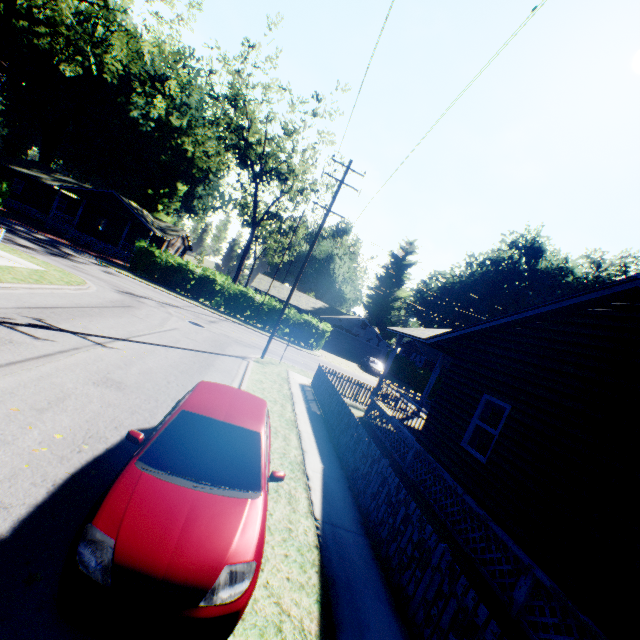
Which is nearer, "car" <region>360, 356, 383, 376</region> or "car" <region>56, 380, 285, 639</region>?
"car" <region>56, 380, 285, 639</region>

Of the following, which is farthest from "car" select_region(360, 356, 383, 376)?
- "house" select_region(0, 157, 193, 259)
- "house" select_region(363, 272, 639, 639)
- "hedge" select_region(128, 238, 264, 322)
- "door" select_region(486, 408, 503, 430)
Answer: "house" select_region(0, 157, 193, 259)

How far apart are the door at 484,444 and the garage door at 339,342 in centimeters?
3211cm

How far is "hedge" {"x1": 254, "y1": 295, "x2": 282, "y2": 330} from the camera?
31.83m

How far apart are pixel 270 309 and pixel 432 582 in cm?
2834

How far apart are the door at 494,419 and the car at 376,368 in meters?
23.7

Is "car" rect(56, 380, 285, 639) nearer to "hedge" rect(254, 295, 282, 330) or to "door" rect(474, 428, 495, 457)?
"door" rect(474, 428, 495, 457)

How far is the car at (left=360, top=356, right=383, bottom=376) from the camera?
35.3m
